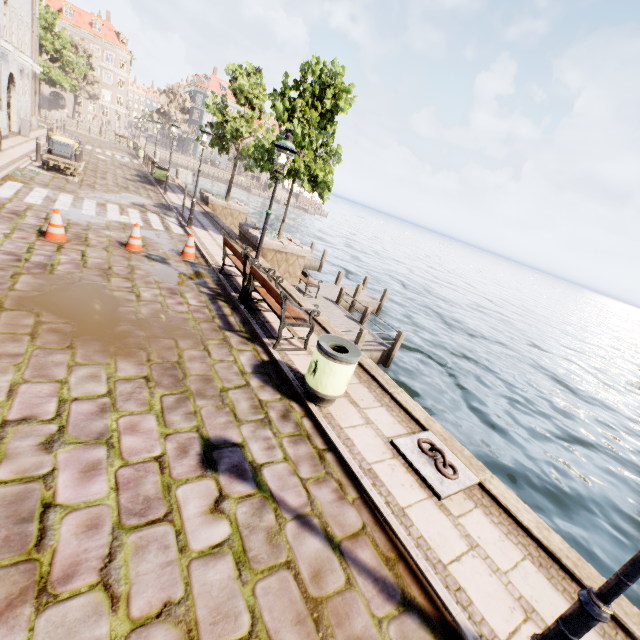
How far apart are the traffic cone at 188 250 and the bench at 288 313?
3.38m

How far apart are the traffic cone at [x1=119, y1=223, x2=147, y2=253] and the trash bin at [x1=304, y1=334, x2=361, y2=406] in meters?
6.4 m

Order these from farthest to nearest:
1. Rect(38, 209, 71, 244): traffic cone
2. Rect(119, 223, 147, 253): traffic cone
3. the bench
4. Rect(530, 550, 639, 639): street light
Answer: Rect(119, 223, 147, 253): traffic cone, Rect(38, 209, 71, 244): traffic cone, the bench, Rect(530, 550, 639, 639): street light

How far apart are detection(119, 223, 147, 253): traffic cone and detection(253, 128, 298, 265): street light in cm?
351

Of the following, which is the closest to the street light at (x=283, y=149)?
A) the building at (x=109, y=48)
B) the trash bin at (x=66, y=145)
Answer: the trash bin at (x=66, y=145)

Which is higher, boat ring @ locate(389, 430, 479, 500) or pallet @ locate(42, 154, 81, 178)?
pallet @ locate(42, 154, 81, 178)

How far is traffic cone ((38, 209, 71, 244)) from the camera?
7.50m

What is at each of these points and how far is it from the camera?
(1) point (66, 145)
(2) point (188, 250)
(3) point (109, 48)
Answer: (1) trash bin, 15.2m
(2) traffic cone, 9.6m
(3) building, 57.0m
